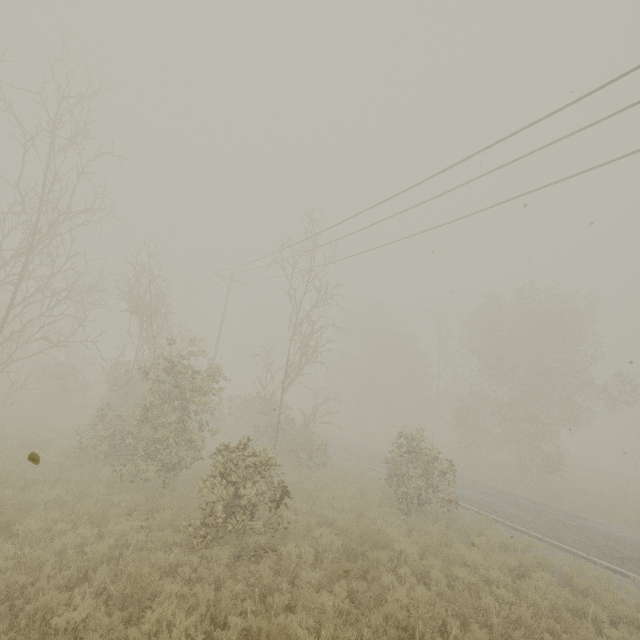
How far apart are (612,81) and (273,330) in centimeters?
5428cm
